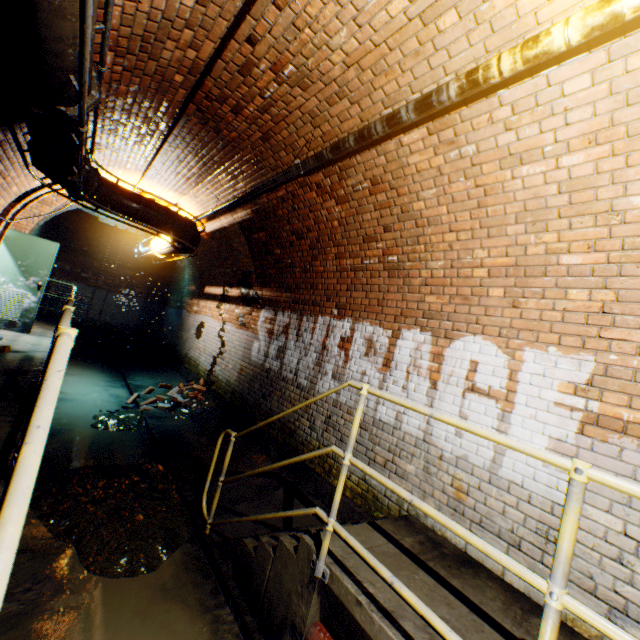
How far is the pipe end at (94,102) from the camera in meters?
2.4 m

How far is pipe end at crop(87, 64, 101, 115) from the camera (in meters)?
2.38

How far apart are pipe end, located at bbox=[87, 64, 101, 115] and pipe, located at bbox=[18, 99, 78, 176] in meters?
0.1

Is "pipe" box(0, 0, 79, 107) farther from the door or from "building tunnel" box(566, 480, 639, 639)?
the door

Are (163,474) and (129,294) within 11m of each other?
no

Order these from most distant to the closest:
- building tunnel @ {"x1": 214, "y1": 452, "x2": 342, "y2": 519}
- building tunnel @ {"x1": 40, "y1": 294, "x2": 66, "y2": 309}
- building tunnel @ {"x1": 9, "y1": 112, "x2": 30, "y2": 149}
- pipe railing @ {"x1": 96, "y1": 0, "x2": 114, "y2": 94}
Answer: building tunnel @ {"x1": 40, "y1": 294, "x2": 66, "y2": 309}
building tunnel @ {"x1": 214, "y1": 452, "x2": 342, "y2": 519}
building tunnel @ {"x1": 9, "y1": 112, "x2": 30, "y2": 149}
pipe railing @ {"x1": 96, "y1": 0, "x2": 114, "y2": 94}

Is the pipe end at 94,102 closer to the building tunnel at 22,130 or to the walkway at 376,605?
the building tunnel at 22,130

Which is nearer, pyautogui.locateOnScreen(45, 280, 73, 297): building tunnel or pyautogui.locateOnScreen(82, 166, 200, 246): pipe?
pyautogui.locateOnScreen(82, 166, 200, 246): pipe
